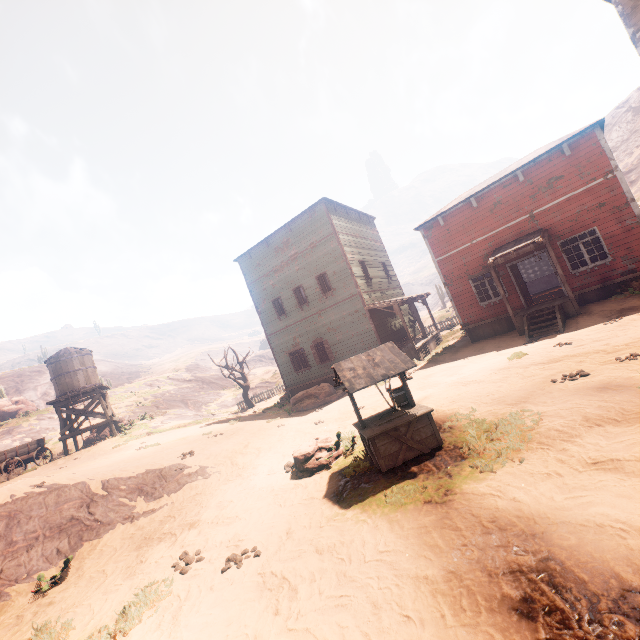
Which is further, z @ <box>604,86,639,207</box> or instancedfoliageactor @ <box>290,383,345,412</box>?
z @ <box>604,86,639,207</box>

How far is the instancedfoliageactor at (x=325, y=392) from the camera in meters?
16.9

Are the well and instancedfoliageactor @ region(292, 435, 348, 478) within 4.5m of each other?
yes

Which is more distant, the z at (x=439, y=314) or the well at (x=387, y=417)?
the z at (x=439, y=314)

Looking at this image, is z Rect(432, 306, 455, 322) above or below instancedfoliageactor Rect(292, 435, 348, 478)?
above

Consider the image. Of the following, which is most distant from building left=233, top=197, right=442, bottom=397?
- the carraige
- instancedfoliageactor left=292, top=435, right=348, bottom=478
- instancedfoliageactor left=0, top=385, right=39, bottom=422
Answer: instancedfoliageactor left=0, top=385, right=39, bottom=422

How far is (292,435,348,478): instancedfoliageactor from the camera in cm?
792

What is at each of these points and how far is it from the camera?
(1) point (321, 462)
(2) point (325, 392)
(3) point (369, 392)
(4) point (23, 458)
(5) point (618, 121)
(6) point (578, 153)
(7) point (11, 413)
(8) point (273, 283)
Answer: (1) instancedfoliageactor, 7.9 meters
(2) instancedfoliageactor, 17.3 meters
(3) z, 15.5 meters
(4) carraige, 18.0 meters
(5) z, 48.4 meters
(6) building, 13.3 meters
(7) instancedfoliageactor, 34.7 meters
(8) building, 22.2 meters
